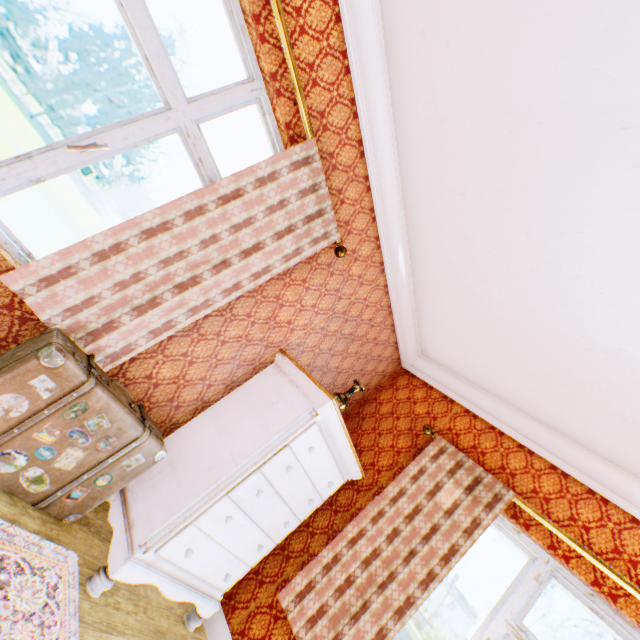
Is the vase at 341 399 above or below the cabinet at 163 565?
above

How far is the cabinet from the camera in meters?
1.9

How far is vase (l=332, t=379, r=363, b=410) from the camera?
2.77m

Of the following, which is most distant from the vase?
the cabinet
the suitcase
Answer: the suitcase

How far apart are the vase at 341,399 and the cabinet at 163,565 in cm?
28

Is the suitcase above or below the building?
below

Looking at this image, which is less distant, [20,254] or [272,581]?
[20,254]

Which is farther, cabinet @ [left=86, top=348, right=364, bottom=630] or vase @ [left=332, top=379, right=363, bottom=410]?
vase @ [left=332, top=379, right=363, bottom=410]
